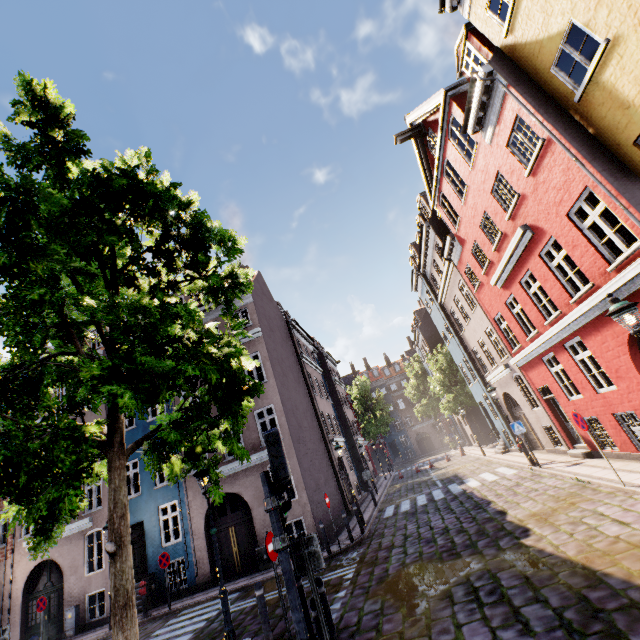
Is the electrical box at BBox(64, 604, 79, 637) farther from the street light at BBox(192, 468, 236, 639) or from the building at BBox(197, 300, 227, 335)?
the street light at BBox(192, 468, 236, 639)

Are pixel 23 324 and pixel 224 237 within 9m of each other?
yes

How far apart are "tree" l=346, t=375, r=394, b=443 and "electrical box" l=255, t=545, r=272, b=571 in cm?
3310

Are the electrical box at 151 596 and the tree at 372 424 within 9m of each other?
no

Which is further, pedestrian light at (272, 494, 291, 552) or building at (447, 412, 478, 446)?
building at (447, 412, 478, 446)

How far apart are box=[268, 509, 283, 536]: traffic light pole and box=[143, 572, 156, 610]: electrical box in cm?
1453

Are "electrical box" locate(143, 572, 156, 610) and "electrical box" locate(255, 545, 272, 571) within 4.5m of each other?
no

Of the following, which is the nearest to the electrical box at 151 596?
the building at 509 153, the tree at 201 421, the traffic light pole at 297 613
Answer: the building at 509 153
